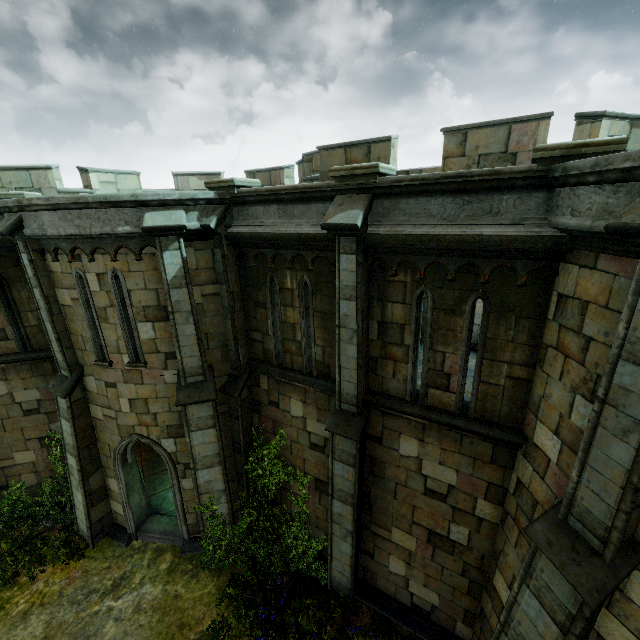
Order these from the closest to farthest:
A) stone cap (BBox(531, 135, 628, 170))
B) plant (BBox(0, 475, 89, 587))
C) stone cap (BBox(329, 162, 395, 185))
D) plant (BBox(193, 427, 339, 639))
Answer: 1. stone cap (BBox(531, 135, 628, 170))
2. stone cap (BBox(329, 162, 395, 185))
3. plant (BBox(193, 427, 339, 639))
4. plant (BBox(0, 475, 89, 587))

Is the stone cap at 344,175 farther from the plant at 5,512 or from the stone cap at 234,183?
the plant at 5,512

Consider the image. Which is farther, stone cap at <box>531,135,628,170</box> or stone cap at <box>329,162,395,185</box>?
stone cap at <box>329,162,395,185</box>

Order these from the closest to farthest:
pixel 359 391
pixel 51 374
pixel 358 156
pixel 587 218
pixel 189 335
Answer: pixel 587 218, pixel 359 391, pixel 189 335, pixel 358 156, pixel 51 374

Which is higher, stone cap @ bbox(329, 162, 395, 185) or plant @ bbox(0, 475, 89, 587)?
stone cap @ bbox(329, 162, 395, 185)

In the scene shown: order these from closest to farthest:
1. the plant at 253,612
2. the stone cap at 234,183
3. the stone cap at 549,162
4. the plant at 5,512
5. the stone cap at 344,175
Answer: the stone cap at 549,162 < the stone cap at 344,175 < the stone cap at 234,183 < the plant at 253,612 < the plant at 5,512

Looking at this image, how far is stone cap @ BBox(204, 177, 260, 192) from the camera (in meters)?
7.23

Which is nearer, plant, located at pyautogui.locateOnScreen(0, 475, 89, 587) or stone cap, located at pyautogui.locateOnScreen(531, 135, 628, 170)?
stone cap, located at pyautogui.locateOnScreen(531, 135, 628, 170)
